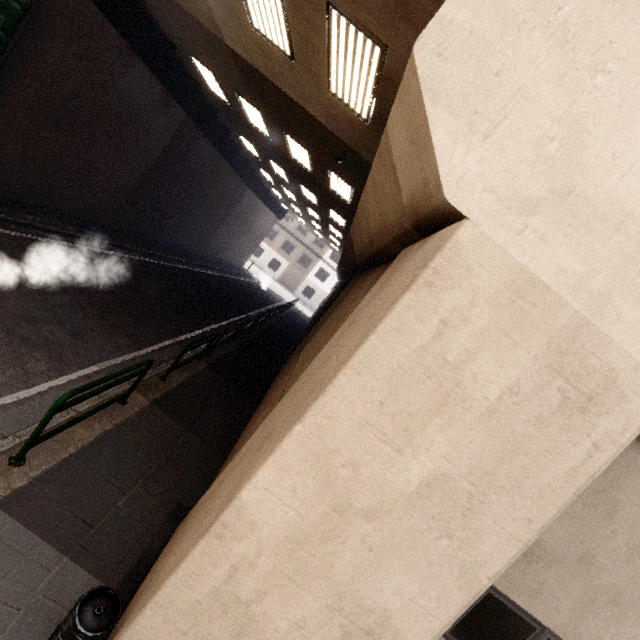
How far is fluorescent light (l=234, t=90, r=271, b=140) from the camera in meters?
10.2 m

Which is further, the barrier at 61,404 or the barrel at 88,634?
the barrier at 61,404

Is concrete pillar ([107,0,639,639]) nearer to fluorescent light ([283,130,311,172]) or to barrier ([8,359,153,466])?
barrier ([8,359,153,466])

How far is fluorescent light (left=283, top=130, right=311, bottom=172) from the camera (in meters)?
10.30

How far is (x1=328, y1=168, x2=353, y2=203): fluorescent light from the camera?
10.38m

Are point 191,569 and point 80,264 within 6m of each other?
no

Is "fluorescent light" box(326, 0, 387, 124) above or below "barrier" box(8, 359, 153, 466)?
above

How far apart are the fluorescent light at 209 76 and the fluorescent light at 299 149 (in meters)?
2.91
